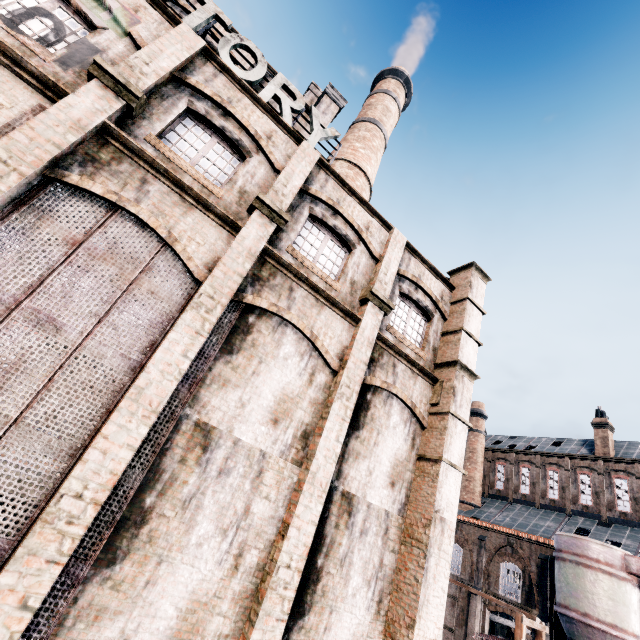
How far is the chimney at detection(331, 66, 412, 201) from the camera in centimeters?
2352cm

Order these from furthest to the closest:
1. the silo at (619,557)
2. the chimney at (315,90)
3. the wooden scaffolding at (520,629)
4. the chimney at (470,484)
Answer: the chimney at (470,484)
the chimney at (315,90)
the silo at (619,557)
the wooden scaffolding at (520,629)

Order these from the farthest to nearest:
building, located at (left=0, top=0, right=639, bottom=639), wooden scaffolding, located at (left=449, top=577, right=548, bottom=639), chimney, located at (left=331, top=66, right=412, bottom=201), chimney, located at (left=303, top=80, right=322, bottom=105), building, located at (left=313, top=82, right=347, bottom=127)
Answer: chimney, located at (left=331, top=66, right=412, bottom=201) → chimney, located at (left=303, top=80, right=322, bottom=105) → building, located at (left=313, top=82, right=347, bottom=127) → wooden scaffolding, located at (left=449, top=577, right=548, bottom=639) → building, located at (left=0, top=0, right=639, bottom=639)

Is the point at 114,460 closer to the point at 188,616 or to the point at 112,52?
the point at 188,616

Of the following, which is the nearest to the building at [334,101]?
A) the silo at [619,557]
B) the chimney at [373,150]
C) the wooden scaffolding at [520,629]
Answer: the silo at [619,557]

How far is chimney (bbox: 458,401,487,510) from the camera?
39.62m

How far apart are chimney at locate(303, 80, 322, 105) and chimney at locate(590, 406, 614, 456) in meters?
43.5

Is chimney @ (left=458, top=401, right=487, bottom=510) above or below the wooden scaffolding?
above
